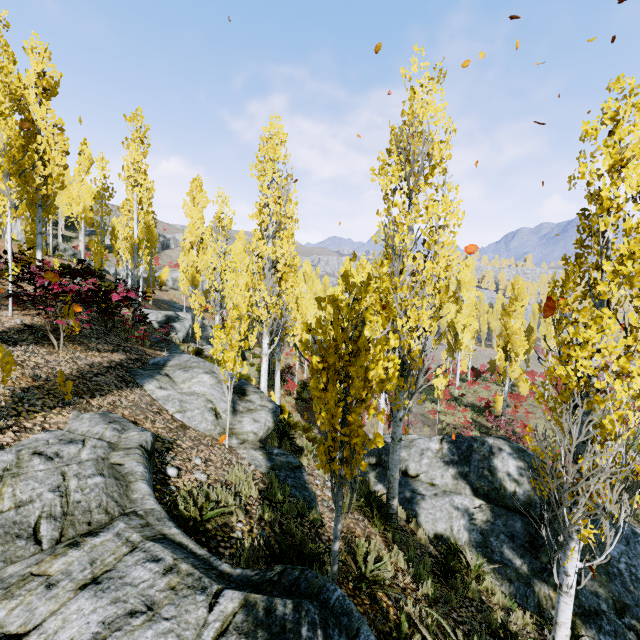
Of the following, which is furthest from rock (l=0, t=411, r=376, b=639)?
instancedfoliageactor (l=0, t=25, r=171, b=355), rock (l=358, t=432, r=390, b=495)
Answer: rock (l=358, t=432, r=390, b=495)

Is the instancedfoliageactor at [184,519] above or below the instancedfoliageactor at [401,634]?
A: above

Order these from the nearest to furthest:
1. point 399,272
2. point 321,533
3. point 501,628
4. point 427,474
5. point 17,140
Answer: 1. point 501,628
2. point 321,533
3. point 17,140
4. point 399,272
5. point 427,474

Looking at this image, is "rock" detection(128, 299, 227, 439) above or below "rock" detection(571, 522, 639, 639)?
above

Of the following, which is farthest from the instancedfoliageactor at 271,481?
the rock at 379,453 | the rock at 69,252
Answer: the rock at 69,252

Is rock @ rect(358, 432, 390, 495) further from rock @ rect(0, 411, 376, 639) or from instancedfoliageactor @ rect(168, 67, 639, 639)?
rock @ rect(0, 411, 376, 639)

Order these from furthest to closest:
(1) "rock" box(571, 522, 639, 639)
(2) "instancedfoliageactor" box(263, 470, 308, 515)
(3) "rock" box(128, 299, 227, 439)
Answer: (3) "rock" box(128, 299, 227, 439)
(1) "rock" box(571, 522, 639, 639)
(2) "instancedfoliageactor" box(263, 470, 308, 515)

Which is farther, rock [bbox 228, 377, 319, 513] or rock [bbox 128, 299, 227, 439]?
rock [bbox 128, 299, 227, 439]
